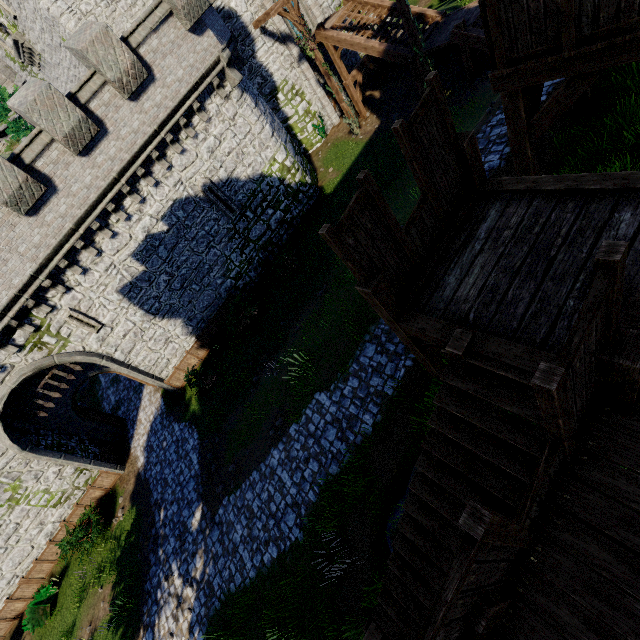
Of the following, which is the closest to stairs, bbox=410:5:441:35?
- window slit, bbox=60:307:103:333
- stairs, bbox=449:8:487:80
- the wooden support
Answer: the wooden support

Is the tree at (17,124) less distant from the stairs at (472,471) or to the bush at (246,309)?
the bush at (246,309)

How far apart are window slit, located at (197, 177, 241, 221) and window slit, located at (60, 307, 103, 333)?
7.6m

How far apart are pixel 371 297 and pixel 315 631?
8.74m

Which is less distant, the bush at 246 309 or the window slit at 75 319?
the window slit at 75 319

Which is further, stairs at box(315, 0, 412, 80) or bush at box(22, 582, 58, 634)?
stairs at box(315, 0, 412, 80)

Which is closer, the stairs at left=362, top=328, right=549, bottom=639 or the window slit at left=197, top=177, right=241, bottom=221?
the stairs at left=362, top=328, right=549, bottom=639

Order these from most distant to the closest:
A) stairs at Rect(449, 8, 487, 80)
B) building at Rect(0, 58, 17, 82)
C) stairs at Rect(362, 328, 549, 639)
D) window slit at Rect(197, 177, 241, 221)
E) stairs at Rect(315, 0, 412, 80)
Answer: building at Rect(0, 58, 17, 82)
stairs at Rect(315, 0, 412, 80)
window slit at Rect(197, 177, 241, 221)
stairs at Rect(449, 8, 487, 80)
stairs at Rect(362, 328, 549, 639)
